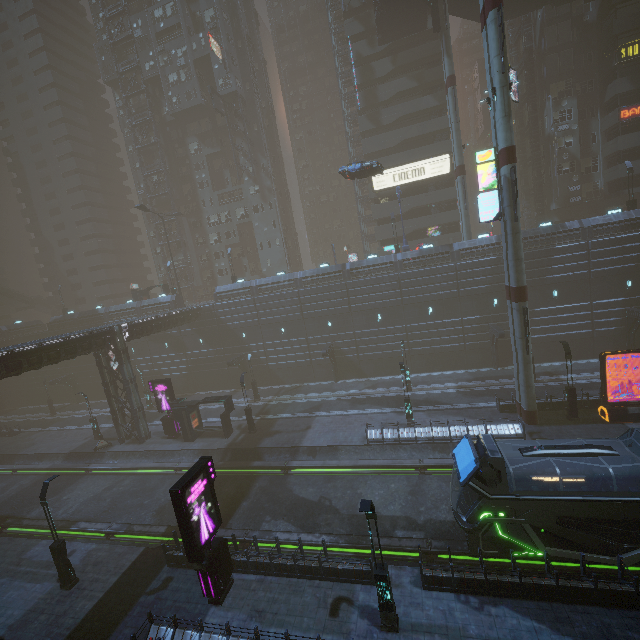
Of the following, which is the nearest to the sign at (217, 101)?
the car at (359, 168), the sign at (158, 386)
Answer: the car at (359, 168)

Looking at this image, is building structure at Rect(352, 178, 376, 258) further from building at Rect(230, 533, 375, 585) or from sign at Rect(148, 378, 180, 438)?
sign at Rect(148, 378, 180, 438)

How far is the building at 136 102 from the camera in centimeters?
5297cm

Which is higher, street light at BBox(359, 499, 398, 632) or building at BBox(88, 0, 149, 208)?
building at BBox(88, 0, 149, 208)

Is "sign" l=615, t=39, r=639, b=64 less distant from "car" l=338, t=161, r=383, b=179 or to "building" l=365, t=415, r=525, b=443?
"building" l=365, t=415, r=525, b=443

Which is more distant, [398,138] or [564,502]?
[398,138]

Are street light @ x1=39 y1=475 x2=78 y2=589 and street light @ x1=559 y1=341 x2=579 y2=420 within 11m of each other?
no

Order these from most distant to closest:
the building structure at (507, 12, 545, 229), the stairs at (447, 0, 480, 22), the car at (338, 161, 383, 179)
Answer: the building structure at (507, 12, 545, 229)
the stairs at (447, 0, 480, 22)
the car at (338, 161, 383, 179)
